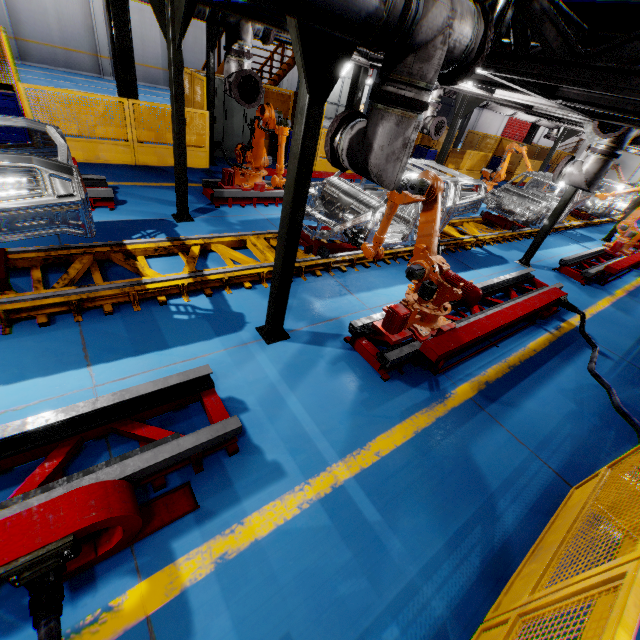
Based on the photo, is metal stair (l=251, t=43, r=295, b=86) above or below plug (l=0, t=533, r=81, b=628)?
above

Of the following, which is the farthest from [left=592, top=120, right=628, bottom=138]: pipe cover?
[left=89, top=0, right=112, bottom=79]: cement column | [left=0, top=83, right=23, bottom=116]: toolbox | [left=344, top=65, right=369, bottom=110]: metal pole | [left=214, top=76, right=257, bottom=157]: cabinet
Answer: [left=89, top=0, right=112, bottom=79]: cement column

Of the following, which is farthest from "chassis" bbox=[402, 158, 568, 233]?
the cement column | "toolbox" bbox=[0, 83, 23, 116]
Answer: the cement column

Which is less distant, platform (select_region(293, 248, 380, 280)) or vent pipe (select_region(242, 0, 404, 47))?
vent pipe (select_region(242, 0, 404, 47))

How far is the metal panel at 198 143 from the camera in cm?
876

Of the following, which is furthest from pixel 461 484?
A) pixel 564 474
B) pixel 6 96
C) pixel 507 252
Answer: pixel 6 96

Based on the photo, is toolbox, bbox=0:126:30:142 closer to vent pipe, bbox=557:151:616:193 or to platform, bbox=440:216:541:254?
platform, bbox=440:216:541:254

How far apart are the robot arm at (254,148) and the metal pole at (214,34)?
2.4 meters
